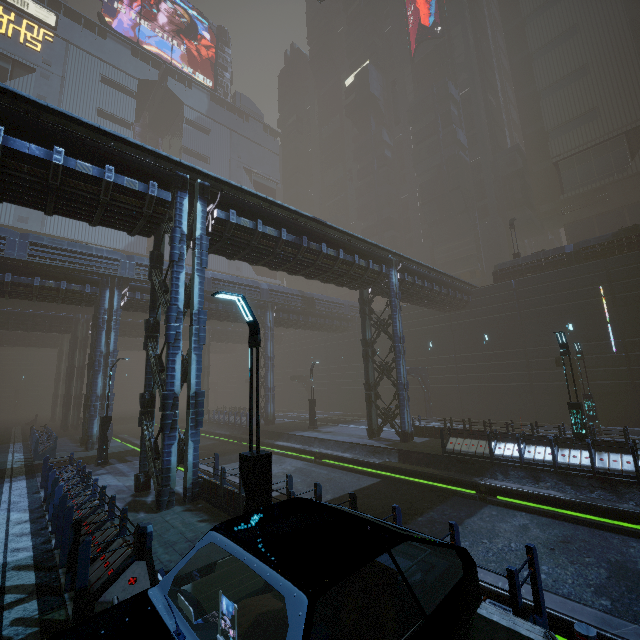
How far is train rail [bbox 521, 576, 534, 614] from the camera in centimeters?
593cm

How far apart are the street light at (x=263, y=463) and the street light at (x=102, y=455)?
14.7m

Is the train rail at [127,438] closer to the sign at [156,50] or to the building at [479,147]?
the building at [479,147]

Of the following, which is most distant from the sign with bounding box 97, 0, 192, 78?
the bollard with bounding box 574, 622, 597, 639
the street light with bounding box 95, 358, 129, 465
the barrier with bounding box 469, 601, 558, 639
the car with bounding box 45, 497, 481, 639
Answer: the bollard with bounding box 574, 622, 597, 639

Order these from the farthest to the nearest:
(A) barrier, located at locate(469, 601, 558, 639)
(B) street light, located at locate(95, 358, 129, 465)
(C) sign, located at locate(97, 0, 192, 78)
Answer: (C) sign, located at locate(97, 0, 192, 78) → (B) street light, located at locate(95, 358, 129, 465) → (A) barrier, located at locate(469, 601, 558, 639)

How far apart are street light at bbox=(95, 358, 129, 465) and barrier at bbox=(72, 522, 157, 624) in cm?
1357

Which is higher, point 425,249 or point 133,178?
point 425,249

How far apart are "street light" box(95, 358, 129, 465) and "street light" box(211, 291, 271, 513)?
14.7m
